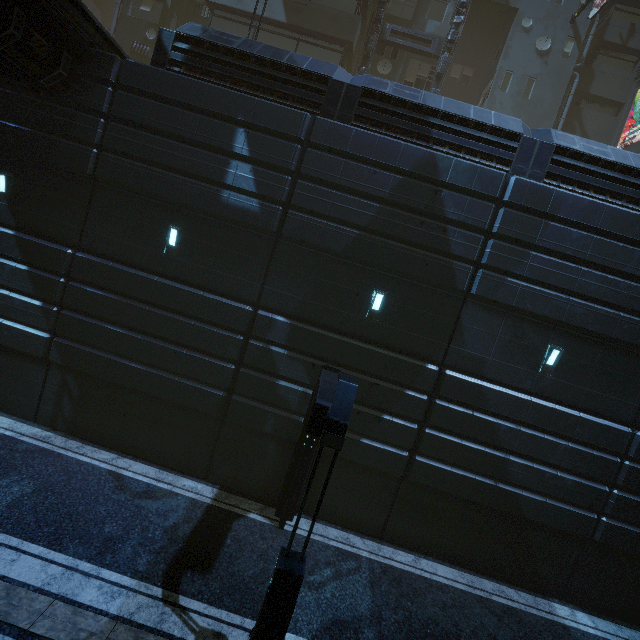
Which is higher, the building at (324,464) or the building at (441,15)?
the building at (441,15)

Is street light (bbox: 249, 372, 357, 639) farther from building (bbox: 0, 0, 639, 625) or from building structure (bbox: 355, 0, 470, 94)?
building structure (bbox: 355, 0, 470, 94)

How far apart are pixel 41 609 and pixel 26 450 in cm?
528

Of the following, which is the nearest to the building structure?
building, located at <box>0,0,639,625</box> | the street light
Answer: building, located at <box>0,0,639,625</box>

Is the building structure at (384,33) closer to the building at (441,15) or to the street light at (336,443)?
the building at (441,15)

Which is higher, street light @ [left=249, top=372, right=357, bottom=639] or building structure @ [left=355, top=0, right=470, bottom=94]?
building structure @ [left=355, top=0, right=470, bottom=94]

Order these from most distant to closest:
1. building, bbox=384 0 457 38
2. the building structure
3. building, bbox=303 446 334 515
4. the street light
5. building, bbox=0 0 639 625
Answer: building, bbox=384 0 457 38 < the building structure < building, bbox=303 446 334 515 < building, bbox=0 0 639 625 < the street light
